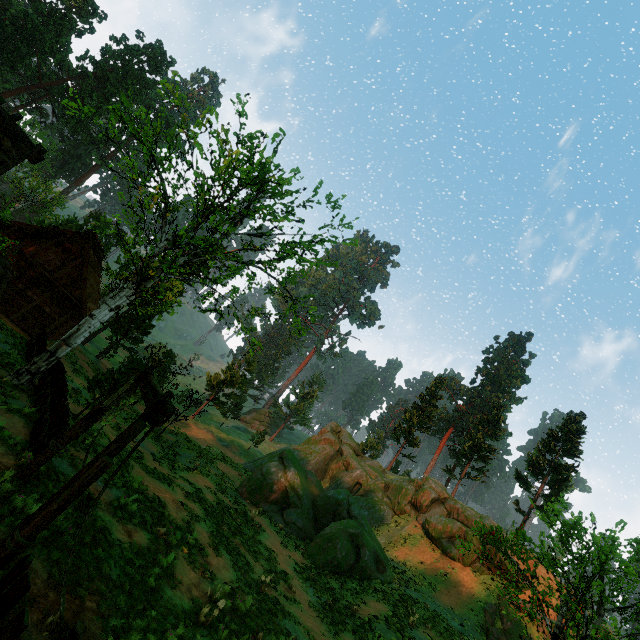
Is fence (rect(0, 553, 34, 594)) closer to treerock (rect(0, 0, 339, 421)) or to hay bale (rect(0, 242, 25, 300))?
treerock (rect(0, 0, 339, 421))

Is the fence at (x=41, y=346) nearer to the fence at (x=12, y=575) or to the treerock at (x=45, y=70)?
the treerock at (x=45, y=70)

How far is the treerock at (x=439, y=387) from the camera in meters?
44.8

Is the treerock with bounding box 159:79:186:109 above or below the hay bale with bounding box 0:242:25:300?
above

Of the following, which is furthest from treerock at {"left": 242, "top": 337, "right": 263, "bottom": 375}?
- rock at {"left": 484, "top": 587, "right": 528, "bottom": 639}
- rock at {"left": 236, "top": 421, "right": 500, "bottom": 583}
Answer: rock at {"left": 484, "top": 587, "right": 528, "bottom": 639}

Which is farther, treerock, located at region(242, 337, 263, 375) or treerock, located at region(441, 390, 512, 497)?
treerock, located at region(441, 390, 512, 497)

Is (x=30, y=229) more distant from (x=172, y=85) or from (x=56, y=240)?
(x=172, y=85)

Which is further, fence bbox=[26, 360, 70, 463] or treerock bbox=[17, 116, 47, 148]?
treerock bbox=[17, 116, 47, 148]
